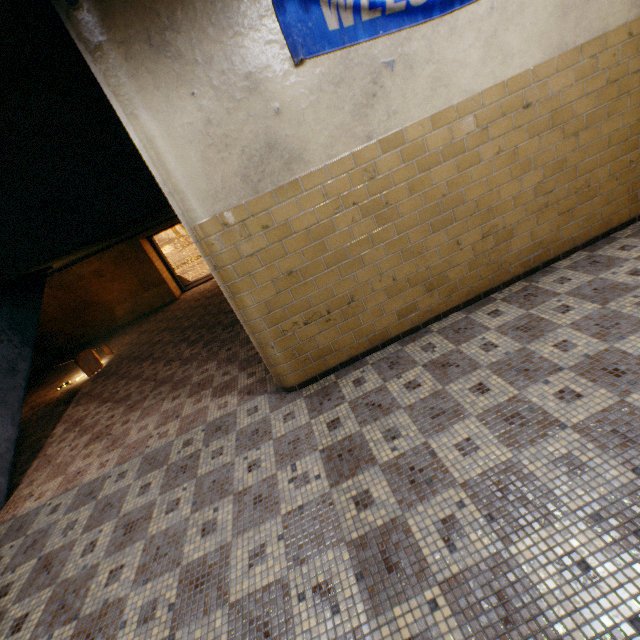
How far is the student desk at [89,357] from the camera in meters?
7.1 m

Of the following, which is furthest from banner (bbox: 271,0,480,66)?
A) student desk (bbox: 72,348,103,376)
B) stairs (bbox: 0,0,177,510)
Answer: student desk (bbox: 72,348,103,376)

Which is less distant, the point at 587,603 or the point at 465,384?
the point at 587,603

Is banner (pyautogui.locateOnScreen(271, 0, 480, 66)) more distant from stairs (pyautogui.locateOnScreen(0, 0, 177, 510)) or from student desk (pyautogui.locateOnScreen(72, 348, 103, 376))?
student desk (pyautogui.locateOnScreen(72, 348, 103, 376))

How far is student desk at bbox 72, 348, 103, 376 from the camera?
7.14m

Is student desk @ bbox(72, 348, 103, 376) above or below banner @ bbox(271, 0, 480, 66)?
below

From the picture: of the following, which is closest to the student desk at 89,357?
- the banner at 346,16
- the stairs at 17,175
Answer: the stairs at 17,175
